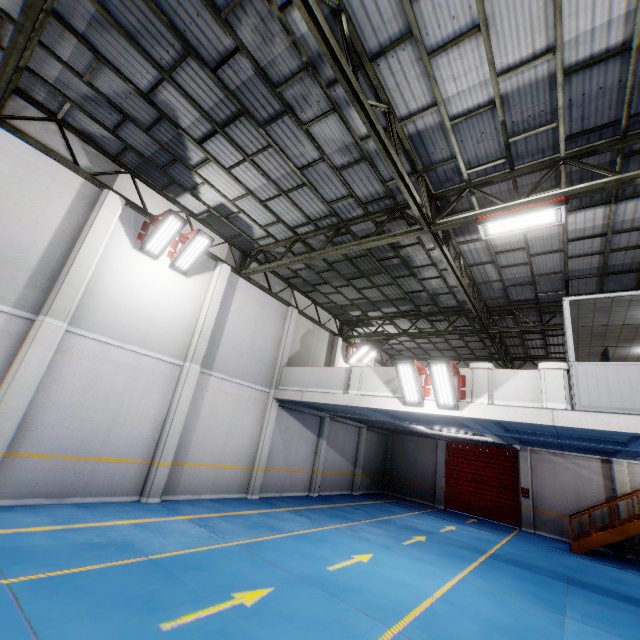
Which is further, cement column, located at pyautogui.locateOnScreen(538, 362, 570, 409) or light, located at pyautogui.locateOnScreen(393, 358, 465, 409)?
light, located at pyautogui.locateOnScreen(393, 358, 465, 409)

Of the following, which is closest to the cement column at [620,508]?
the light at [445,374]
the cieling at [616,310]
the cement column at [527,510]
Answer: the cement column at [527,510]

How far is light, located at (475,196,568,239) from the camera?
6.6m

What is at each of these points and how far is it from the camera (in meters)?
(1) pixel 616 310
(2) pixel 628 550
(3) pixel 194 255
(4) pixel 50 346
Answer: (1) cieling, 8.69
(2) cement column, 14.08
(3) light, 10.52
(4) cement column, 7.70

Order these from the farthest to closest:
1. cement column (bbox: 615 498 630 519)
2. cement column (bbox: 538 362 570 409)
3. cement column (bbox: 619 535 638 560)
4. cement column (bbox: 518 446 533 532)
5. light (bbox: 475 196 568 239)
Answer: cement column (bbox: 518 446 533 532)
cement column (bbox: 615 498 630 519)
cement column (bbox: 619 535 638 560)
cement column (bbox: 538 362 570 409)
light (bbox: 475 196 568 239)

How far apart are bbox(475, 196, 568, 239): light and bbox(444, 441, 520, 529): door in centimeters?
1535cm

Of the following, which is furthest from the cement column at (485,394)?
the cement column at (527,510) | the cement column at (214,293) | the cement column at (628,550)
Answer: the cement column at (628,550)

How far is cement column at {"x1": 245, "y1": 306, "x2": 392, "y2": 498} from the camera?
12.6m
